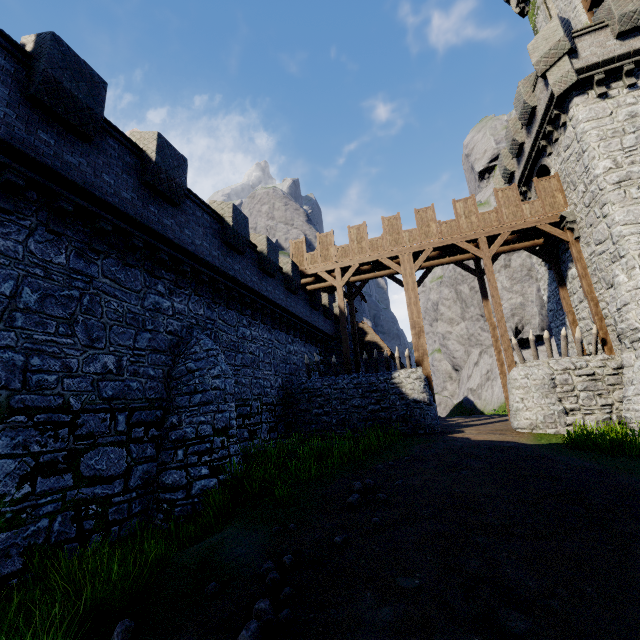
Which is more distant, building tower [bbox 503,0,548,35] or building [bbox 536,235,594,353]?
building tower [bbox 503,0,548,35]

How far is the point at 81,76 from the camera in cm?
781

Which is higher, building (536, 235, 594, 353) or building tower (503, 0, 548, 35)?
building tower (503, 0, 548, 35)

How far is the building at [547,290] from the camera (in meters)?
18.19

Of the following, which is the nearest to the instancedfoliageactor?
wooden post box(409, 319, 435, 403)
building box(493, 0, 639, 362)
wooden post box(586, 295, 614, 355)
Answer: wooden post box(409, 319, 435, 403)

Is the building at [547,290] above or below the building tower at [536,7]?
below

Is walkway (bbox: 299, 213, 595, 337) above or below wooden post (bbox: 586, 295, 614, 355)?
above

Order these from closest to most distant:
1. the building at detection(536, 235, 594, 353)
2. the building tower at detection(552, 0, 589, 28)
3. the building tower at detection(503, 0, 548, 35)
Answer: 1. the building at detection(536, 235, 594, 353)
2. the building tower at detection(552, 0, 589, 28)
3. the building tower at detection(503, 0, 548, 35)
